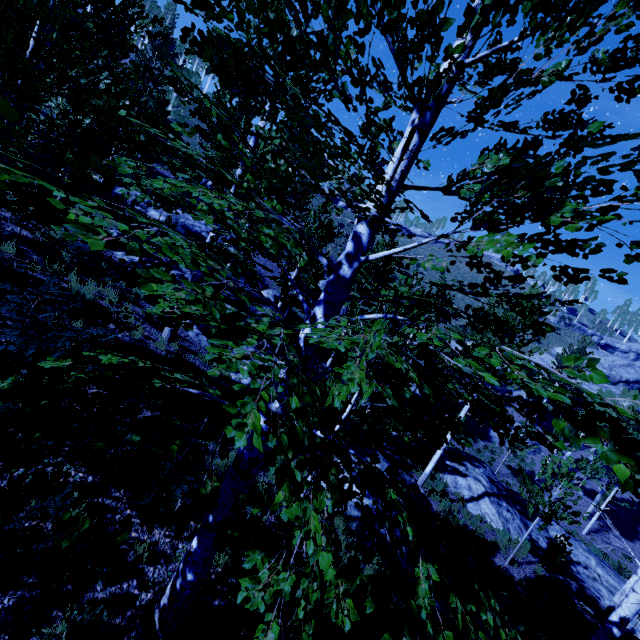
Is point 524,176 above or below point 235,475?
above

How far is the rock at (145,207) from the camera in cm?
2459

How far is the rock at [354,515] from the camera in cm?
773

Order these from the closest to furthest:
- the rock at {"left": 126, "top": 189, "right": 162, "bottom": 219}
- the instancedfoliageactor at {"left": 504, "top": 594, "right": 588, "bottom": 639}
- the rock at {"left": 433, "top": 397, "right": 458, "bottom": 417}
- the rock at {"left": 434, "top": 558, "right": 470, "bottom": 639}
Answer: the rock at {"left": 434, "top": 558, "right": 470, "bottom": 639} < the instancedfoliageactor at {"left": 504, "top": 594, "right": 588, "bottom": 639} < the rock at {"left": 126, "top": 189, "right": 162, "bottom": 219} < the rock at {"left": 433, "top": 397, "right": 458, "bottom": 417}

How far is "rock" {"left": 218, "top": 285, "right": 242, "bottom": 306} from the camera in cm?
1576

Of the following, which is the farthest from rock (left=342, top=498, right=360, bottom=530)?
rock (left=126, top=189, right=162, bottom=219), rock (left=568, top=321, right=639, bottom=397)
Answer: rock (left=568, top=321, right=639, bottom=397)

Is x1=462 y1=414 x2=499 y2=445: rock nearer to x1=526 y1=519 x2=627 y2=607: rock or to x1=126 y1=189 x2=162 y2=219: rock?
x1=526 y1=519 x2=627 y2=607: rock

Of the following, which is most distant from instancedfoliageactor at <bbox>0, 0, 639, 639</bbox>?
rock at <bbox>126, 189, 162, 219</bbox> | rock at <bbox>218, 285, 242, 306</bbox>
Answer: rock at <bbox>126, 189, 162, 219</bbox>
